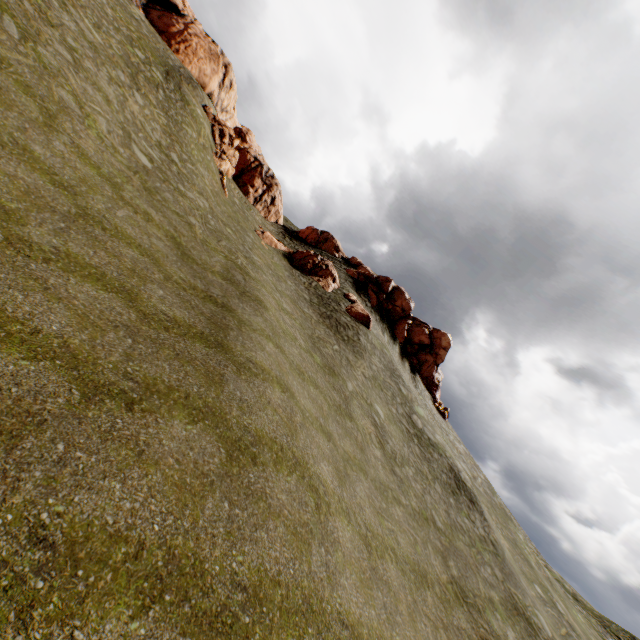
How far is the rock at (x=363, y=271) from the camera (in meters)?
Answer: 40.06

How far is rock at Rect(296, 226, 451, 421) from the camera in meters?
40.1 m

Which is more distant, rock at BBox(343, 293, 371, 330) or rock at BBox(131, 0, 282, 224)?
rock at BBox(131, 0, 282, 224)

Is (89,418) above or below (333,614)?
above

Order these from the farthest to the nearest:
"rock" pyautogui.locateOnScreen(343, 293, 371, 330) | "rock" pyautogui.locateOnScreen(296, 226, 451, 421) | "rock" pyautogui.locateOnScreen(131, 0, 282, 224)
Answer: "rock" pyautogui.locateOnScreen(296, 226, 451, 421) → "rock" pyautogui.locateOnScreen(131, 0, 282, 224) → "rock" pyautogui.locateOnScreen(343, 293, 371, 330)

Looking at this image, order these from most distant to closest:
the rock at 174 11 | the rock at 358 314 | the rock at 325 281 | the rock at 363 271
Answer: the rock at 363 271 → the rock at 174 11 → the rock at 325 281 → the rock at 358 314
